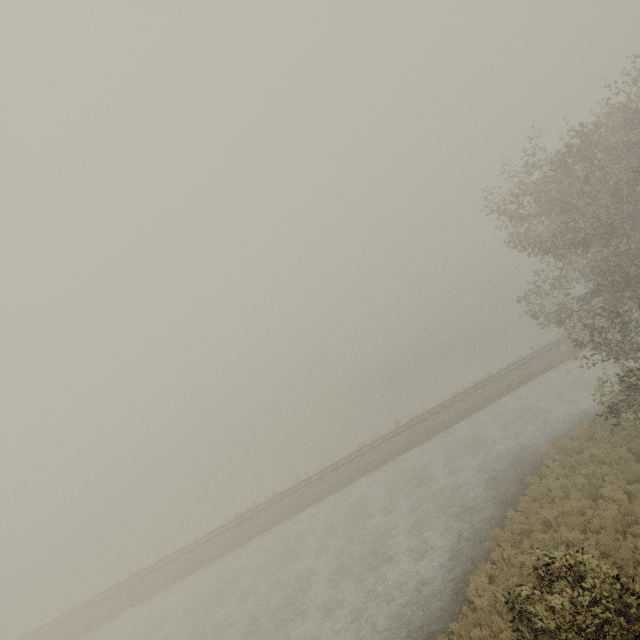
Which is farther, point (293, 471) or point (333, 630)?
point (293, 471)
